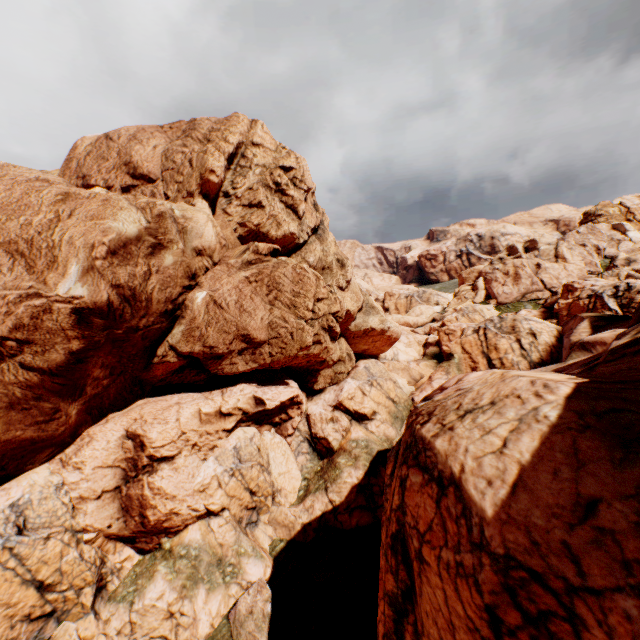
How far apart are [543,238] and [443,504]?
52.3 meters
